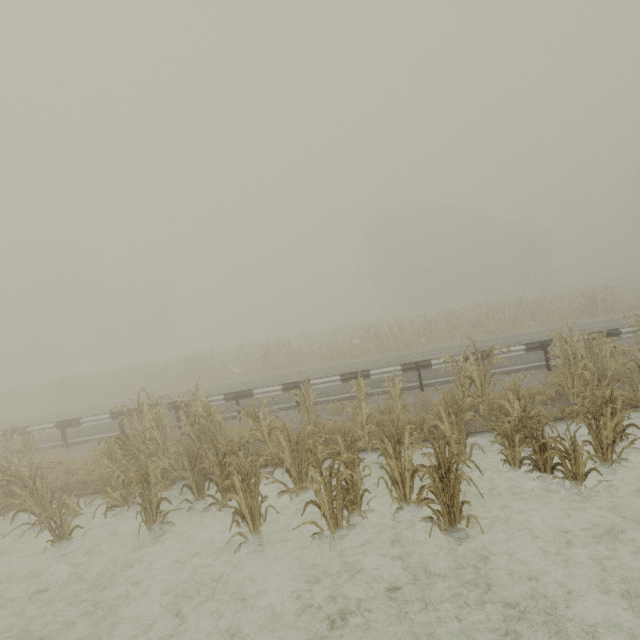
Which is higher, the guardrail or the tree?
the guardrail

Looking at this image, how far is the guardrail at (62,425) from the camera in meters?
10.9

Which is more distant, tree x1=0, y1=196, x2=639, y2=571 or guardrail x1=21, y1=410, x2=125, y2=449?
guardrail x1=21, y1=410, x2=125, y2=449

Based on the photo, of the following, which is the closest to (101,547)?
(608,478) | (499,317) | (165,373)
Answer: (608,478)

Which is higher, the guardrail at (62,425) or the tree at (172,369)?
the guardrail at (62,425)

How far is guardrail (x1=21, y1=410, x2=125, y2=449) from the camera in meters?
10.9
